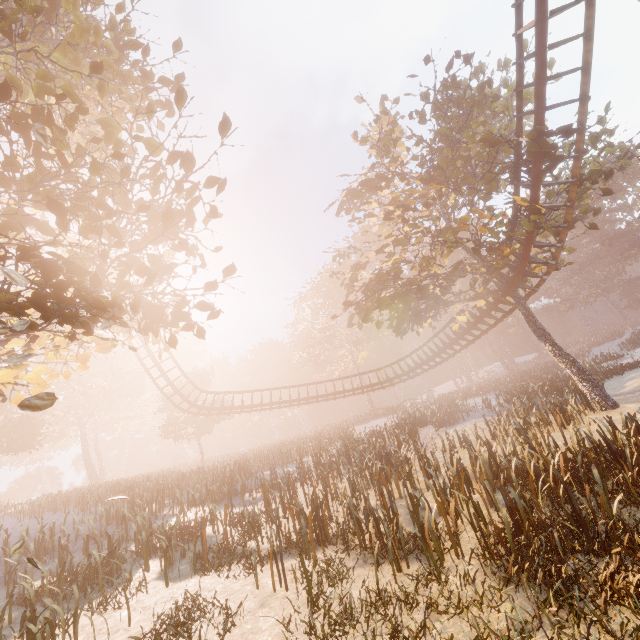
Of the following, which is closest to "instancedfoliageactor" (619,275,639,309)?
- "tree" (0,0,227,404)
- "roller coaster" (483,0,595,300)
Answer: "tree" (0,0,227,404)

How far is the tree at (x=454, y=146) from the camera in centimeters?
1335cm

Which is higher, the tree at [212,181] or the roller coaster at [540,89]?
the roller coaster at [540,89]

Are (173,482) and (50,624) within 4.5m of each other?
no

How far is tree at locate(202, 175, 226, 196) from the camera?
6.5 meters

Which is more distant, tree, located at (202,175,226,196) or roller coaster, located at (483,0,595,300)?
roller coaster, located at (483,0,595,300)

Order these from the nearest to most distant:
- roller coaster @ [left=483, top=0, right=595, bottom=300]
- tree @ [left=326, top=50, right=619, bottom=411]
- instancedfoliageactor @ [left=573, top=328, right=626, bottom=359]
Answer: roller coaster @ [left=483, top=0, right=595, bottom=300], tree @ [left=326, top=50, right=619, bottom=411], instancedfoliageactor @ [left=573, top=328, right=626, bottom=359]
